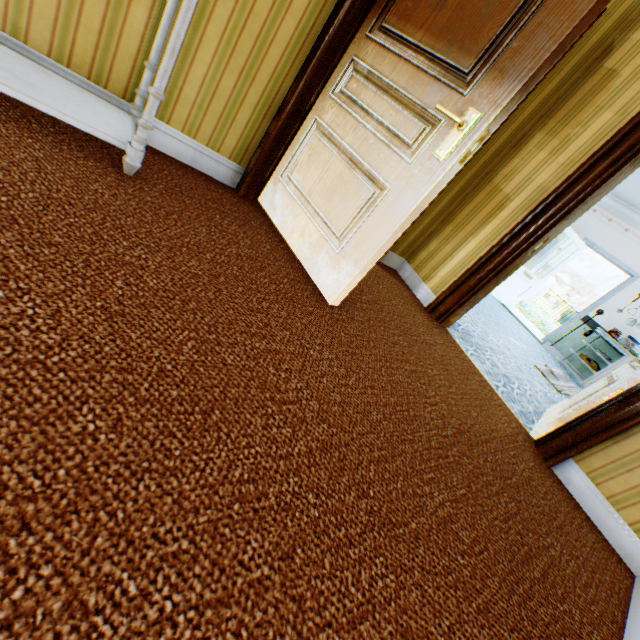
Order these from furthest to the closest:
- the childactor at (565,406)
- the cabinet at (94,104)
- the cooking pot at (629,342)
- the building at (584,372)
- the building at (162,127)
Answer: the building at (584,372) < the cooking pot at (629,342) < the childactor at (565,406) < the cabinet at (94,104) < the building at (162,127)

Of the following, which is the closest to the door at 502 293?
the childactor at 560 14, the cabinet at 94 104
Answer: the childactor at 560 14

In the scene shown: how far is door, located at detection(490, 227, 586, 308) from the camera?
7.4m

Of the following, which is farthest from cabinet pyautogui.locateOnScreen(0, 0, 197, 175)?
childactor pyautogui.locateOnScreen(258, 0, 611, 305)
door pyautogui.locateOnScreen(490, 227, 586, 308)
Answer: door pyautogui.locateOnScreen(490, 227, 586, 308)

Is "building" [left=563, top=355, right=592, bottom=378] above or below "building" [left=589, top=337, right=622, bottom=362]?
below

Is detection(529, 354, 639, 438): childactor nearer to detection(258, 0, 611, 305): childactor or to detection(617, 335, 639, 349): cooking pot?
detection(258, 0, 611, 305): childactor

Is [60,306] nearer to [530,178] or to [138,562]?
[138,562]

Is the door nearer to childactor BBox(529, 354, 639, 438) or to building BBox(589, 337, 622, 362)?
building BBox(589, 337, 622, 362)
